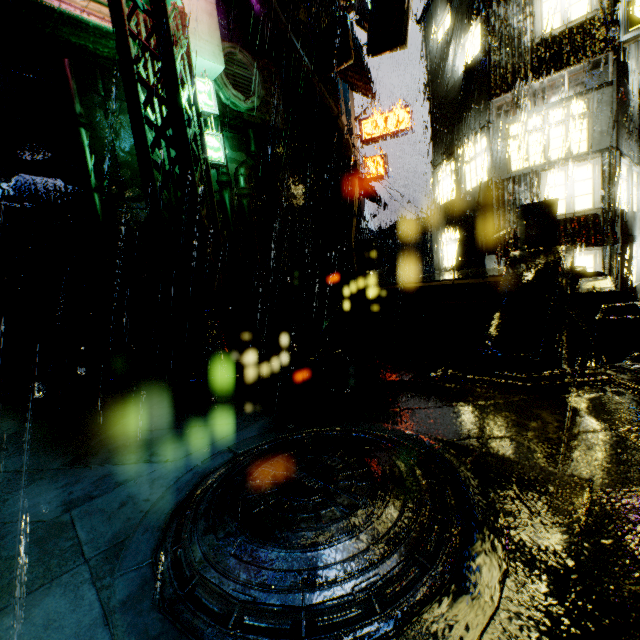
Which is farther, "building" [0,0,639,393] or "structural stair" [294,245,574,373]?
"building" [0,0,639,393]

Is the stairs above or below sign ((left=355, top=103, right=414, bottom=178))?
below

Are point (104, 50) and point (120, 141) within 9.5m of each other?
yes

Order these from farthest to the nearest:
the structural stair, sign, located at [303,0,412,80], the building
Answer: sign, located at [303,0,412,80] → the building → the structural stair

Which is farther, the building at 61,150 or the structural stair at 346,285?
the building at 61,150

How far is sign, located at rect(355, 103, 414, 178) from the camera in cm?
2234

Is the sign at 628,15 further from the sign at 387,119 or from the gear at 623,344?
the sign at 387,119

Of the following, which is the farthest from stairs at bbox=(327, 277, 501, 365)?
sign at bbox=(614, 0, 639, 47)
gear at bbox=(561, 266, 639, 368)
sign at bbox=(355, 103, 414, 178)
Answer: sign at bbox=(355, 103, 414, 178)
